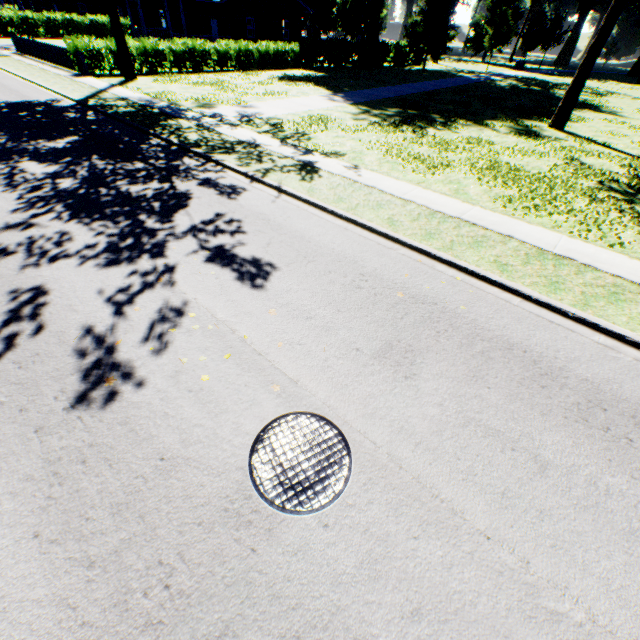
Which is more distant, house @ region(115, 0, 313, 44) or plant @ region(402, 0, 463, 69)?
plant @ region(402, 0, 463, 69)

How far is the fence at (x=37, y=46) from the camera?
22.12m

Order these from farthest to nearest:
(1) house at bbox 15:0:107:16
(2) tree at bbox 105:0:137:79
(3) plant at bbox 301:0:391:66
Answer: (1) house at bbox 15:0:107:16, (3) plant at bbox 301:0:391:66, (2) tree at bbox 105:0:137:79

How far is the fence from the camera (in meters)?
22.12

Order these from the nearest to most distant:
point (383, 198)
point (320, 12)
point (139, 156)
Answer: point (383, 198)
point (139, 156)
point (320, 12)

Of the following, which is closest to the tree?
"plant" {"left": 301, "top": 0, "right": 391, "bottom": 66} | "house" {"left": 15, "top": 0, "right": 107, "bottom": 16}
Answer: "plant" {"left": 301, "top": 0, "right": 391, "bottom": 66}

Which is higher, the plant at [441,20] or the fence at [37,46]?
the plant at [441,20]

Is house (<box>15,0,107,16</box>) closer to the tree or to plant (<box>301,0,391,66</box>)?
plant (<box>301,0,391,66</box>)
